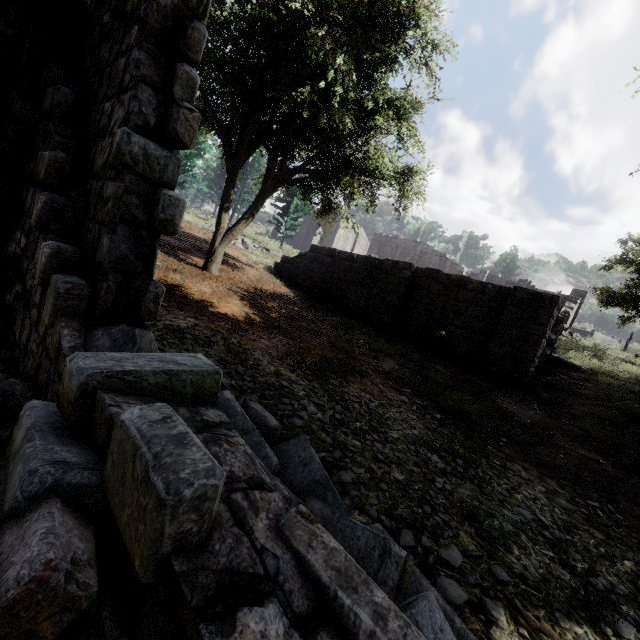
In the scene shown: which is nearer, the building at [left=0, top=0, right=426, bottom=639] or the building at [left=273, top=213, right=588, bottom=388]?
the building at [left=0, top=0, right=426, bottom=639]

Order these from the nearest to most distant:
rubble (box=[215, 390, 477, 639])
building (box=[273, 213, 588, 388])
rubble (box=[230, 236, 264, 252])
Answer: rubble (box=[215, 390, 477, 639]) → building (box=[273, 213, 588, 388]) → rubble (box=[230, 236, 264, 252])

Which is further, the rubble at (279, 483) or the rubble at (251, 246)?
the rubble at (251, 246)

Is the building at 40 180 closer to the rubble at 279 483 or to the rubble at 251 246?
the rubble at 279 483

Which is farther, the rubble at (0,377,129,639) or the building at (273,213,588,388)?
the building at (273,213,588,388)

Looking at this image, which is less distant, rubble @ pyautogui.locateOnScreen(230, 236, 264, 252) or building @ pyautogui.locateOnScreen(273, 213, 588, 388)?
building @ pyautogui.locateOnScreen(273, 213, 588, 388)

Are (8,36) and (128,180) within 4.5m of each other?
no

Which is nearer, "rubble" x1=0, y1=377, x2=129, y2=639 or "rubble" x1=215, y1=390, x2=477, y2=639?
"rubble" x1=0, y1=377, x2=129, y2=639
